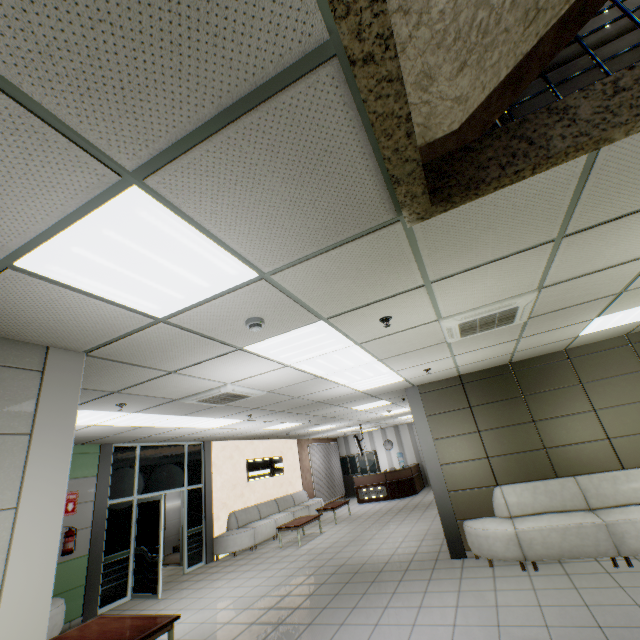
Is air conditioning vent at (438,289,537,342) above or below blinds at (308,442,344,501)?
above

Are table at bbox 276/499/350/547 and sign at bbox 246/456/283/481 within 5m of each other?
yes

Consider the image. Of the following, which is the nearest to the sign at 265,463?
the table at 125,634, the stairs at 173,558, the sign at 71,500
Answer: the stairs at 173,558

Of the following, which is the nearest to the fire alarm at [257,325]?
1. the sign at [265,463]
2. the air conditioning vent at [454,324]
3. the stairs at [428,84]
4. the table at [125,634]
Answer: the stairs at [428,84]

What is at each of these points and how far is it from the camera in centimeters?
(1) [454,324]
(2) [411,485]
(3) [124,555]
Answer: (1) air conditioning vent, 369cm
(2) desk, 1495cm
(3) doorway, 730cm

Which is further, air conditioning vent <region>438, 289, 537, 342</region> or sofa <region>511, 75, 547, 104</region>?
air conditioning vent <region>438, 289, 537, 342</region>

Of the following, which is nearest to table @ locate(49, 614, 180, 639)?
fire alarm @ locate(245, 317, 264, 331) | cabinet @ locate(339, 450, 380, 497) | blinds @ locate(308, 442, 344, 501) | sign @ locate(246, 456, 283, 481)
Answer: fire alarm @ locate(245, 317, 264, 331)

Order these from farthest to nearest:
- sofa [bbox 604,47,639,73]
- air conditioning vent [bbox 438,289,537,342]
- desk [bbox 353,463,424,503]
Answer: desk [bbox 353,463,424,503] → air conditioning vent [bbox 438,289,537,342] → sofa [bbox 604,47,639,73]
